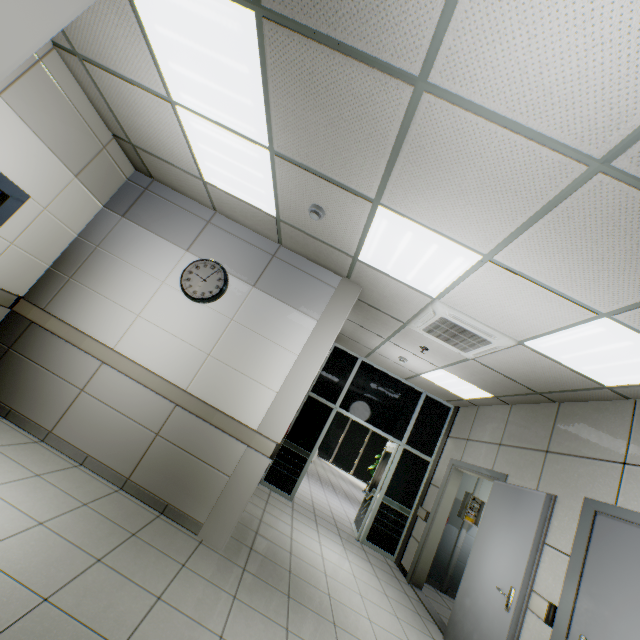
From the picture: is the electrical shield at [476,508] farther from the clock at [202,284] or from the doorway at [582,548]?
the clock at [202,284]

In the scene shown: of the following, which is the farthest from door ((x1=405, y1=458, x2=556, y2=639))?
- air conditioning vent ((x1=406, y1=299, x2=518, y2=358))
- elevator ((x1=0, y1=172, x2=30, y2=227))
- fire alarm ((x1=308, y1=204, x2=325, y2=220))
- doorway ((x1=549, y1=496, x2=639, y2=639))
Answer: elevator ((x1=0, y1=172, x2=30, y2=227))

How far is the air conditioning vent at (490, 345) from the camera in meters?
3.5 m

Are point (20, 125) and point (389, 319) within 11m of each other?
yes

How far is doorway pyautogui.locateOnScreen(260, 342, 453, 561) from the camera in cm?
640

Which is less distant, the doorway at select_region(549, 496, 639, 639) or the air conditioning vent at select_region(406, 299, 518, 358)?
the doorway at select_region(549, 496, 639, 639)

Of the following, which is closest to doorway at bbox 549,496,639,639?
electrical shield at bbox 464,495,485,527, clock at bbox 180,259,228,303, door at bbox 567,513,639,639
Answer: door at bbox 567,513,639,639

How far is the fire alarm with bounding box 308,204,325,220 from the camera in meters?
3.1
